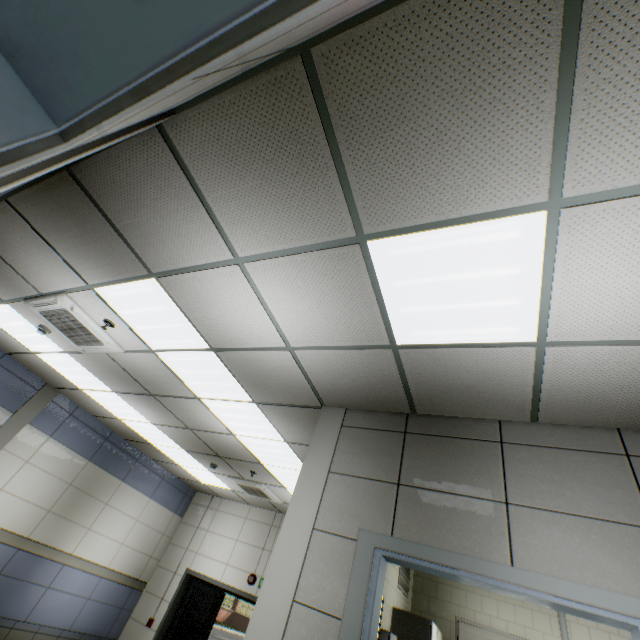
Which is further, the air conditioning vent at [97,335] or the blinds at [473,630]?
the blinds at [473,630]

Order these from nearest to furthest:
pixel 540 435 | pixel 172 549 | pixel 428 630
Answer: pixel 540 435, pixel 428 630, pixel 172 549

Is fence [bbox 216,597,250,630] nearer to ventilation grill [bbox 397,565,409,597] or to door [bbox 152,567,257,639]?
door [bbox 152,567,257,639]

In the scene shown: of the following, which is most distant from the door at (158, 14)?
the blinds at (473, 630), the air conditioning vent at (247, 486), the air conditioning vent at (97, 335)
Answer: the blinds at (473, 630)

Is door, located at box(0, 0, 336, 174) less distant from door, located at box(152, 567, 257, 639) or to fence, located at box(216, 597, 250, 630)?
door, located at box(152, 567, 257, 639)

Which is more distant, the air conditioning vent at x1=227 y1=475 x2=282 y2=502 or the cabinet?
the air conditioning vent at x1=227 y1=475 x2=282 y2=502

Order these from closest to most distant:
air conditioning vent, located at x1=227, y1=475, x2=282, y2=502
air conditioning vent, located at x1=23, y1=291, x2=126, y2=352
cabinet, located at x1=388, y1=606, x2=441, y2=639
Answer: air conditioning vent, located at x1=23, y1=291, x2=126, y2=352
cabinet, located at x1=388, y1=606, x2=441, y2=639
air conditioning vent, located at x1=227, y1=475, x2=282, y2=502

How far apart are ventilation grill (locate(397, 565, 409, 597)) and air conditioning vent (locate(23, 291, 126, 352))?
5.5m
